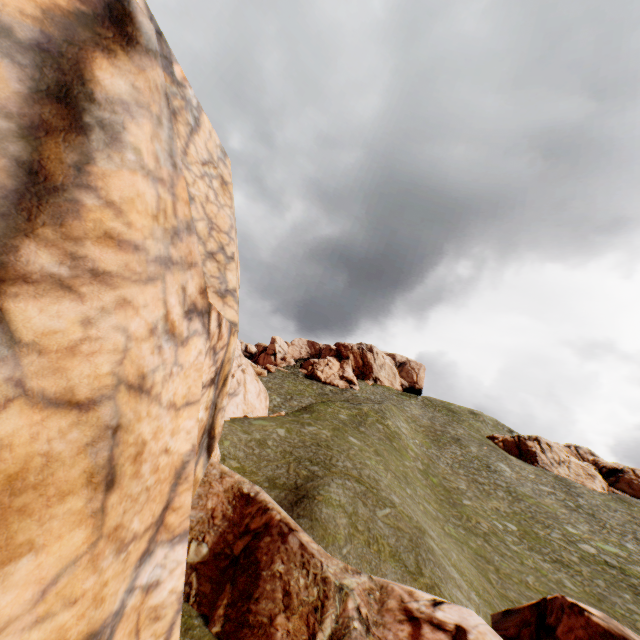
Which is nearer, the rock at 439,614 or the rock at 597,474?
the rock at 439,614

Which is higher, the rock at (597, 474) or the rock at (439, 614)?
the rock at (597, 474)

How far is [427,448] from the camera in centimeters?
3966cm

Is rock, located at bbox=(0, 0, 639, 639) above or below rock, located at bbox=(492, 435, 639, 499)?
below

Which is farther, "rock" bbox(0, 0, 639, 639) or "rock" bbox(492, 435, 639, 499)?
"rock" bbox(492, 435, 639, 499)
